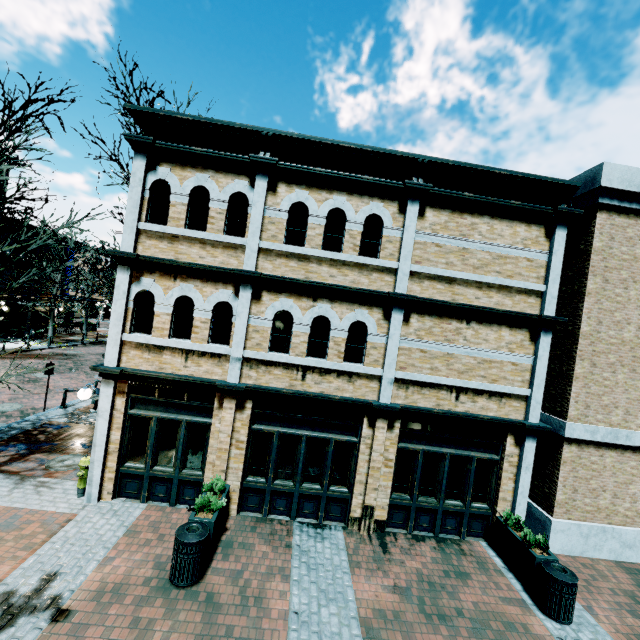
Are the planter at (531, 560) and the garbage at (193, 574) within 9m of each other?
yes

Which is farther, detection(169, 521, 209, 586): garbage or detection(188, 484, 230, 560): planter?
detection(188, 484, 230, 560): planter

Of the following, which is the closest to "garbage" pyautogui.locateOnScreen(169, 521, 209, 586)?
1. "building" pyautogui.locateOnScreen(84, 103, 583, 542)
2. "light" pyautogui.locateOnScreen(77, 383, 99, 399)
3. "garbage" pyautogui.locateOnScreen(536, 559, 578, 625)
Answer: "building" pyautogui.locateOnScreen(84, 103, 583, 542)

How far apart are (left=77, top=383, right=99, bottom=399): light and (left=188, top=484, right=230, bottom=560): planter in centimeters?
368cm

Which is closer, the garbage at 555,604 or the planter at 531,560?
the garbage at 555,604

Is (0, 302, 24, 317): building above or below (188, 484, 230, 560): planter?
above

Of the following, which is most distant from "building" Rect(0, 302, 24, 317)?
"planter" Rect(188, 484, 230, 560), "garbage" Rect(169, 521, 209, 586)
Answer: "garbage" Rect(169, 521, 209, 586)

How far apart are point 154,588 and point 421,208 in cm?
1001
